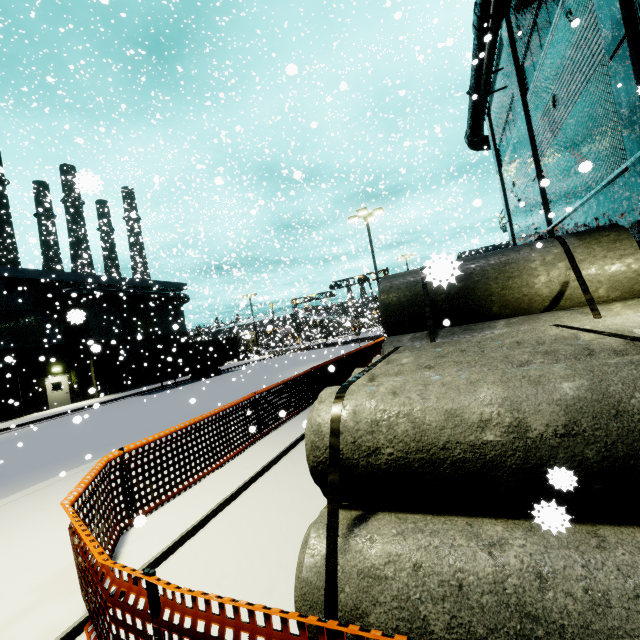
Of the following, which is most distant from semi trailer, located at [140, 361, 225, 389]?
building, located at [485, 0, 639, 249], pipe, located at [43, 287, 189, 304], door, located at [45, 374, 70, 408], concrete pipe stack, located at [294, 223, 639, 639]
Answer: concrete pipe stack, located at [294, 223, 639, 639]

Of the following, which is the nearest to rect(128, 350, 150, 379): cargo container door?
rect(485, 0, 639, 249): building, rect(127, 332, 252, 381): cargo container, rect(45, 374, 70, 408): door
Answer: rect(127, 332, 252, 381): cargo container

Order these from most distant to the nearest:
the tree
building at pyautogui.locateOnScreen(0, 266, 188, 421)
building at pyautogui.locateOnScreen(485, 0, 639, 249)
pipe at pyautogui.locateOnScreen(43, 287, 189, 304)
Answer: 1. pipe at pyautogui.locateOnScreen(43, 287, 189, 304)
2. the tree
3. building at pyautogui.locateOnScreen(0, 266, 188, 421)
4. building at pyautogui.locateOnScreen(485, 0, 639, 249)

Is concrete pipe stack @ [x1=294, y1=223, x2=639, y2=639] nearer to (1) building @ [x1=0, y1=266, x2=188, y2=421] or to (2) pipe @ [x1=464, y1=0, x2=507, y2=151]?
(1) building @ [x1=0, y1=266, x2=188, y2=421]

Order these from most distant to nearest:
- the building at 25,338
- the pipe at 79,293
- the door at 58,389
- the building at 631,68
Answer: the pipe at 79,293
the door at 58,389
the building at 25,338
the building at 631,68

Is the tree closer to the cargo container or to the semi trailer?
the cargo container

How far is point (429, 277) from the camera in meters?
1.6 m

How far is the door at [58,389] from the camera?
24.58m
